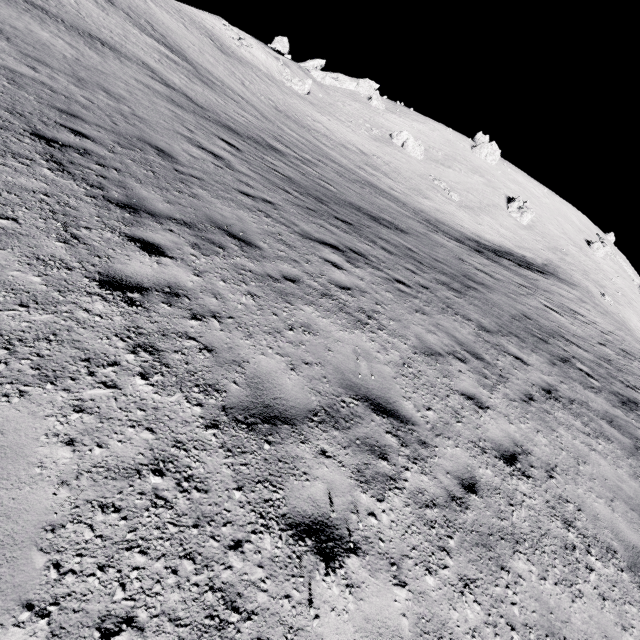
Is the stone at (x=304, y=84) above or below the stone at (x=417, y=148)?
below

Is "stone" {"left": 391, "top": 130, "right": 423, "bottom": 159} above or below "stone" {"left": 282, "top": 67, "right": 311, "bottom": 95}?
above

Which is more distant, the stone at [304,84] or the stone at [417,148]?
the stone at [417,148]

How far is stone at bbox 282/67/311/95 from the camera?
52.16m

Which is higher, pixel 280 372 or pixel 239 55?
pixel 239 55

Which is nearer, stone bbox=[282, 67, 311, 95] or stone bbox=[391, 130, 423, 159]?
stone bbox=[282, 67, 311, 95]

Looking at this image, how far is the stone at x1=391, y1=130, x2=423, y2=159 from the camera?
56.9m
